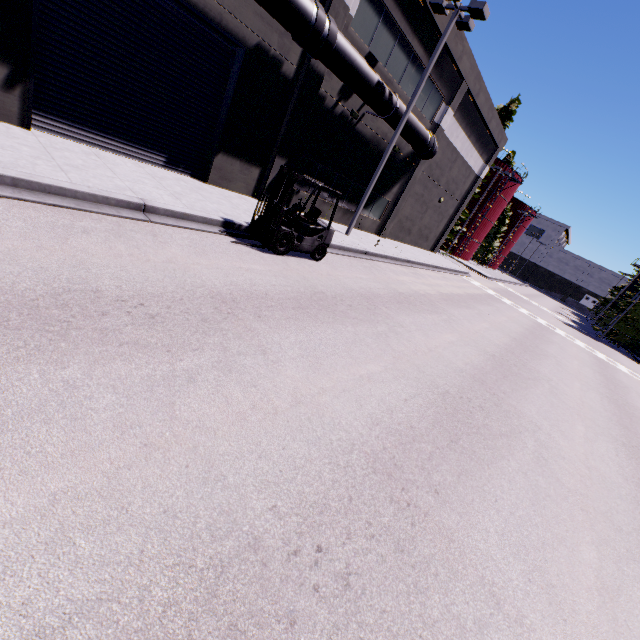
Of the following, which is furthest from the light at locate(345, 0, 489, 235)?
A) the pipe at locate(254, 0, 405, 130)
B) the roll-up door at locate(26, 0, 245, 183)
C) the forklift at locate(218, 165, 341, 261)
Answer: the forklift at locate(218, 165, 341, 261)

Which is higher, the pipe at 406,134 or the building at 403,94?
the building at 403,94

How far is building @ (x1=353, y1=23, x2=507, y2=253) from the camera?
17.8 meters

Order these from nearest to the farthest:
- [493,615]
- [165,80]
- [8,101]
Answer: [493,615] < [8,101] < [165,80]

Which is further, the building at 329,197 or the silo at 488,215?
the silo at 488,215

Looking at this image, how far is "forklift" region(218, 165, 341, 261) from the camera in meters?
8.6

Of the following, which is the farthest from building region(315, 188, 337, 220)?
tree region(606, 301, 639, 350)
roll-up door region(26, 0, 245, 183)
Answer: tree region(606, 301, 639, 350)

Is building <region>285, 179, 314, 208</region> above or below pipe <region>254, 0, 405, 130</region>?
below
